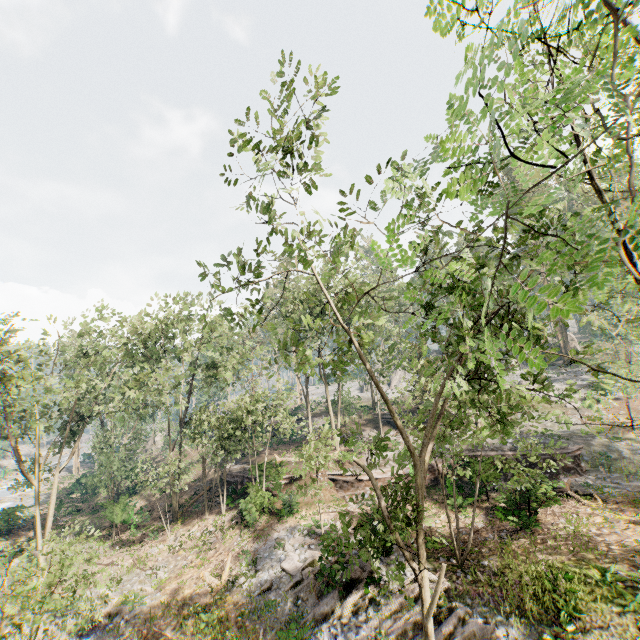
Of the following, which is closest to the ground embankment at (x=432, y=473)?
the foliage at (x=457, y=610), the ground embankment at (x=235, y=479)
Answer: the foliage at (x=457, y=610)

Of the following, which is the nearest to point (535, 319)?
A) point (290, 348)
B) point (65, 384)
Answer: point (290, 348)

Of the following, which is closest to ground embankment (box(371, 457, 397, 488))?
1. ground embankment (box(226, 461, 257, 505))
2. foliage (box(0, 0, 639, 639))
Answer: foliage (box(0, 0, 639, 639))

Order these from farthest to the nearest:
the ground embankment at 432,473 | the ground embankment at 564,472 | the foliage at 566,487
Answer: the ground embankment at 432,473 < the ground embankment at 564,472 < the foliage at 566,487

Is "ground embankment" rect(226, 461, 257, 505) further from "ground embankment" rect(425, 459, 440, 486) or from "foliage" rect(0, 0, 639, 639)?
"ground embankment" rect(425, 459, 440, 486)

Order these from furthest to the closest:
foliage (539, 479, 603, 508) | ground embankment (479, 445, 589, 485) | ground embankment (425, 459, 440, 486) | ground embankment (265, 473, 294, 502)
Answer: ground embankment (425, 459, 440, 486) → ground embankment (265, 473, 294, 502) → ground embankment (479, 445, 589, 485) → foliage (539, 479, 603, 508)

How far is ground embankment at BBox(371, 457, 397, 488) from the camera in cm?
2416
